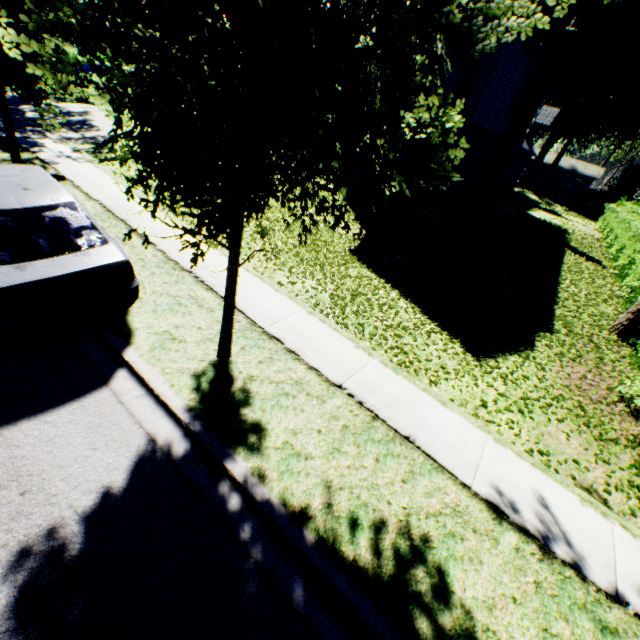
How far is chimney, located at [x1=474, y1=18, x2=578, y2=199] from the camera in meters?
16.8

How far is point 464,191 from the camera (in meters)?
18.52

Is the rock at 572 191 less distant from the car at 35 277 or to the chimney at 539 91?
the chimney at 539 91

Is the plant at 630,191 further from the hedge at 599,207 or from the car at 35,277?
the car at 35,277

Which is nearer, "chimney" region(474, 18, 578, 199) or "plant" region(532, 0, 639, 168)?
"chimney" region(474, 18, 578, 199)

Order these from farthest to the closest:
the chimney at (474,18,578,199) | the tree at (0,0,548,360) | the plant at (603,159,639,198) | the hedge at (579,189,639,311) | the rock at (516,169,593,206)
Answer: the rock at (516,169,593,206)
the plant at (603,159,639,198)
the chimney at (474,18,578,199)
the hedge at (579,189,639,311)
the tree at (0,0,548,360)

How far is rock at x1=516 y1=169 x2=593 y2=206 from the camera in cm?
3941

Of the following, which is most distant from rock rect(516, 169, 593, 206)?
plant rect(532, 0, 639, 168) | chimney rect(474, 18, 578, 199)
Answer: chimney rect(474, 18, 578, 199)
